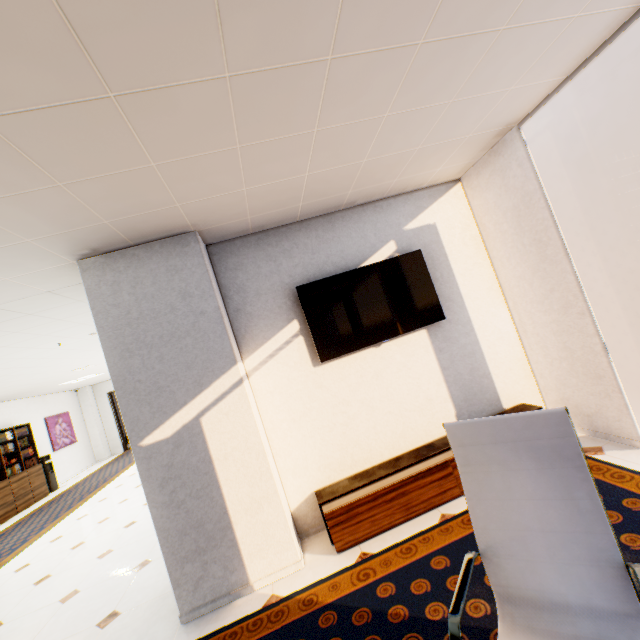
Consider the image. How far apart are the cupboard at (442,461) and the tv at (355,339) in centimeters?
117cm

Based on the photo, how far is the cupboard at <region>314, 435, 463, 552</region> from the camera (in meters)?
2.70

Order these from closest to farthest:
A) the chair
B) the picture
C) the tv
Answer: the chair → the tv → the picture

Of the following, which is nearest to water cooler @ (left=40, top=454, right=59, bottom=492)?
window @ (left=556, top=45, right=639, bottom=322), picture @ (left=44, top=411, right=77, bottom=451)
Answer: picture @ (left=44, top=411, right=77, bottom=451)

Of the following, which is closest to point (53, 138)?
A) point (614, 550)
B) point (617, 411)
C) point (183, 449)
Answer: point (183, 449)

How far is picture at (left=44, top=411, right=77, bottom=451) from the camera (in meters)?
10.69

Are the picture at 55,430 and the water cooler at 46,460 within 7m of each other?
yes

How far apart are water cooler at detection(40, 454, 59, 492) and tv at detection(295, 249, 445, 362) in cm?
1123
